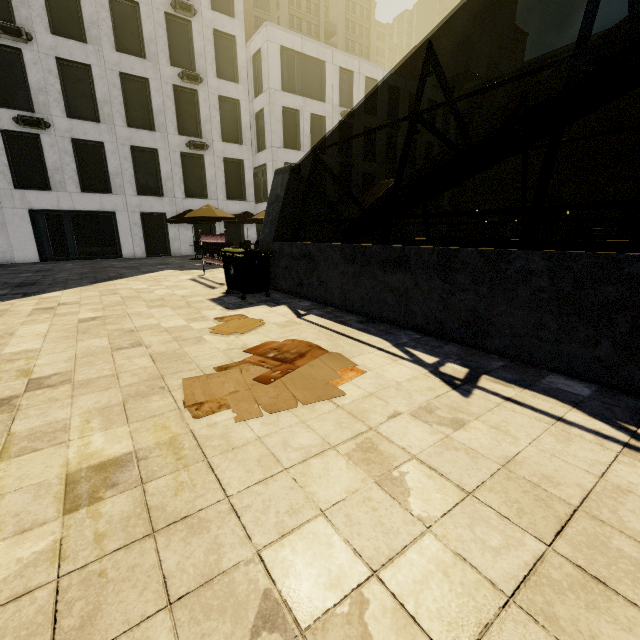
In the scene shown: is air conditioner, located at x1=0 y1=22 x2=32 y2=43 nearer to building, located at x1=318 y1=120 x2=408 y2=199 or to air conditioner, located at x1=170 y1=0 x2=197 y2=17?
air conditioner, located at x1=170 y1=0 x2=197 y2=17

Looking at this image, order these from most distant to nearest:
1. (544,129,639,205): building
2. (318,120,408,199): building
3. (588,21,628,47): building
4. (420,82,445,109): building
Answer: (420,82,445,109): building, (544,129,639,205): building, (588,21,628,47): building, (318,120,408,199): building

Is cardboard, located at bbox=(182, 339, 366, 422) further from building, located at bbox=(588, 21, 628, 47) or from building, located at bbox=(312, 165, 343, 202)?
building, located at bbox=(588, 21, 628, 47)

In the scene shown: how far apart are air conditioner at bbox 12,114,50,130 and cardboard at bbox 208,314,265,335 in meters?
19.9 m

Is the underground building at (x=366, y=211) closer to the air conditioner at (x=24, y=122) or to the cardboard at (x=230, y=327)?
the cardboard at (x=230, y=327)

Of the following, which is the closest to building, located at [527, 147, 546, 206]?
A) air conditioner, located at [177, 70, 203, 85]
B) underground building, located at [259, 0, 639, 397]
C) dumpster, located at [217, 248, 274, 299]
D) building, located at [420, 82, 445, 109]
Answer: building, located at [420, 82, 445, 109]

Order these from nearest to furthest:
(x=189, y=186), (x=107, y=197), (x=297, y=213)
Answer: (x=297, y=213) < (x=107, y=197) < (x=189, y=186)

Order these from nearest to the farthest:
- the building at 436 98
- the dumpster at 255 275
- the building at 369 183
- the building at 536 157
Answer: the dumpster at 255 275 < the building at 369 183 < the building at 436 98 < the building at 536 157
